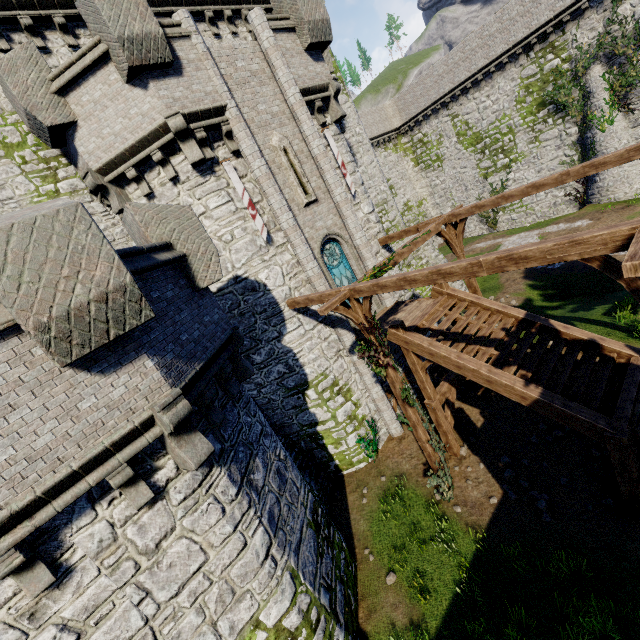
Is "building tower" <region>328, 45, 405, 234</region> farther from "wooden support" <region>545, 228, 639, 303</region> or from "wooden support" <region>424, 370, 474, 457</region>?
"wooden support" <region>545, 228, 639, 303</region>

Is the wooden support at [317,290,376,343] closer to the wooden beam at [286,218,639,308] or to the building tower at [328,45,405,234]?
the wooden beam at [286,218,639,308]

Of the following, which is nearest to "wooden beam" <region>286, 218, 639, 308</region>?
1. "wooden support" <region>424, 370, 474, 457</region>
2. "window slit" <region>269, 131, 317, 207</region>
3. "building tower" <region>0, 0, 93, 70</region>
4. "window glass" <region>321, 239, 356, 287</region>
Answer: "window glass" <region>321, 239, 356, 287</region>

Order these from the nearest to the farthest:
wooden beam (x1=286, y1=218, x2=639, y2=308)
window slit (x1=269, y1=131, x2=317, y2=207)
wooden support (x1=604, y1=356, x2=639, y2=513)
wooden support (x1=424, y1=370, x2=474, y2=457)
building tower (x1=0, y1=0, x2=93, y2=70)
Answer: wooden beam (x1=286, y1=218, x2=639, y2=308) < wooden support (x1=604, y1=356, x2=639, y2=513) < building tower (x1=0, y1=0, x2=93, y2=70) < wooden support (x1=424, y1=370, x2=474, y2=457) < window slit (x1=269, y1=131, x2=317, y2=207)

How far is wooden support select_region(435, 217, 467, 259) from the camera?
11.8m

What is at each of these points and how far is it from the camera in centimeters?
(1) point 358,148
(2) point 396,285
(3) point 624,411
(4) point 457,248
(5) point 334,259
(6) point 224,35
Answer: (1) building tower, 1920cm
(2) wooden beam, 758cm
(3) wooden support, 766cm
(4) wooden support, 1230cm
(5) window glass, 1352cm
(6) building tower, 1472cm

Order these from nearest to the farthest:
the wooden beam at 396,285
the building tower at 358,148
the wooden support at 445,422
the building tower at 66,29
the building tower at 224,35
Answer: the wooden beam at 396,285 < the building tower at 66,29 < the wooden support at 445,422 < the building tower at 224,35 < the building tower at 358,148

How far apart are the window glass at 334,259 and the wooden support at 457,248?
3.1 meters
